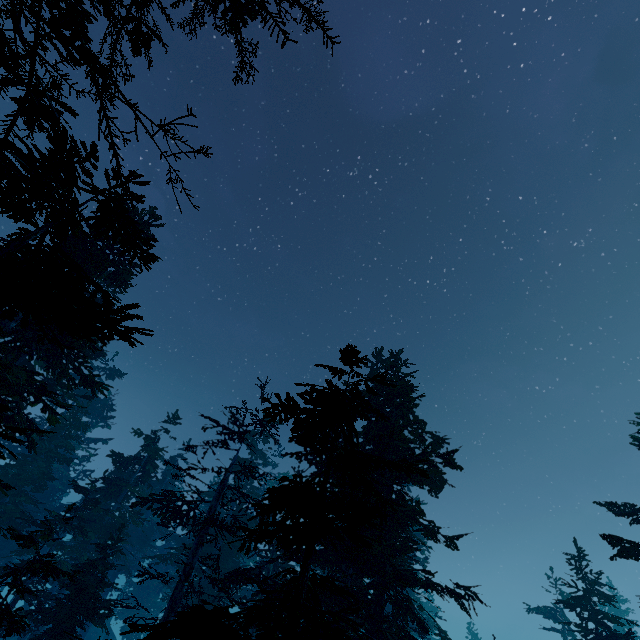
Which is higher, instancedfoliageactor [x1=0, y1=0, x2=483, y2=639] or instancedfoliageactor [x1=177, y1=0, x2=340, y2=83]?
instancedfoliageactor [x1=177, y1=0, x2=340, y2=83]

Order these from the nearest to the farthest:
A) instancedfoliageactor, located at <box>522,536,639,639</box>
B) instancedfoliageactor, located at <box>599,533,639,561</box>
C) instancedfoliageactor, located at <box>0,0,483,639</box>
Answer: instancedfoliageactor, located at <box>0,0,483,639</box> → instancedfoliageactor, located at <box>599,533,639,561</box> → instancedfoliageactor, located at <box>522,536,639,639</box>

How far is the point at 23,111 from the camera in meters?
4.3

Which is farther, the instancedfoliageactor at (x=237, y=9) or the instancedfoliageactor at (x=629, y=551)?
the instancedfoliageactor at (x=629, y=551)

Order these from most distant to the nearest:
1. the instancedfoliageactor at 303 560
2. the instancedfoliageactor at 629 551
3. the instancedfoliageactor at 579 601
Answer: the instancedfoliageactor at 579 601 → the instancedfoliageactor at 629 551 → the instancedfoliageactor at 303 560

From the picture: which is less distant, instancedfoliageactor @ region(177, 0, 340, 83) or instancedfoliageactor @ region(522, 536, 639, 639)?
instancedfoliageactor @ region(177, 0, 340, 83)
